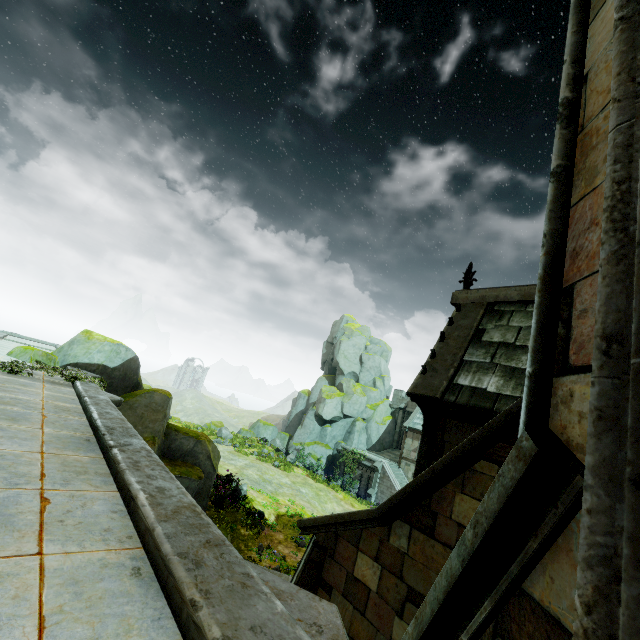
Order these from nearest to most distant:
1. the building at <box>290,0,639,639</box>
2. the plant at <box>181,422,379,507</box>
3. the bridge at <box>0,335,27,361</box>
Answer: the building at <box>290,0,639,639</box>, the bridge at <box>0,335,27,361</box>, the plant at <box>181,422,379,507</box>

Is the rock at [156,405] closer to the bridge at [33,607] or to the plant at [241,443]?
the bridge at [33,607]

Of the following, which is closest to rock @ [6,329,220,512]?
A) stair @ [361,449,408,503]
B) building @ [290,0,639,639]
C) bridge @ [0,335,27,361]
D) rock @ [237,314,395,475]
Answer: bridge @ [0,335,27,361]

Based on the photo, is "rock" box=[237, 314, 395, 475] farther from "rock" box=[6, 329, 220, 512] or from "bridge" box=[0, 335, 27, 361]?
"rock" box=[6, 329, 220, 512]

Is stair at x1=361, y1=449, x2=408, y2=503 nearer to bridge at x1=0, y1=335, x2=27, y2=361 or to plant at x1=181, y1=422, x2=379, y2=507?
plant at x1=181, y1=422, x2=379, y2=507

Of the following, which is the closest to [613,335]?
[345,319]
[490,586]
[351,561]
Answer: [490,586]

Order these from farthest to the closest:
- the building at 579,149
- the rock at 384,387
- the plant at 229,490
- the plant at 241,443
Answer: the rock at 384,387 < the plant at 241,443 < the plant at 229,490 < the building at 579,149

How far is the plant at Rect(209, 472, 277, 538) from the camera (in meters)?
16.39
